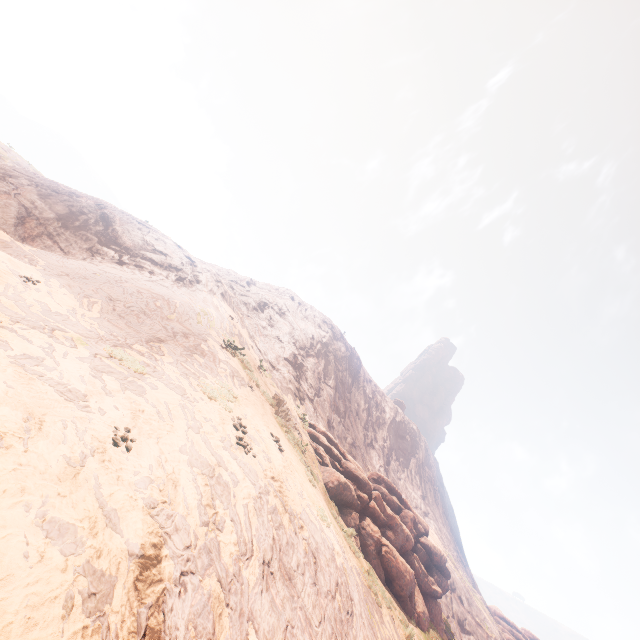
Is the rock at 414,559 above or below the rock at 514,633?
below

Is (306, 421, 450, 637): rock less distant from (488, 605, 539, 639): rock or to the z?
the z

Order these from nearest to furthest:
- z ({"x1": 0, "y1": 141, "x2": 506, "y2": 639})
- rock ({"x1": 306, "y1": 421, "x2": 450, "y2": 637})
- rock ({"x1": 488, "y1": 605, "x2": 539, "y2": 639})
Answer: z ({"x1": 0, "y1": 141, "x2": 506, "y2": 639}) < rock ({"x1": 306, "y1": 421, "x2": 450, "y2": 637}) < rock ({"x1": 488, "y1": 605, "x2": 539, "y2": 639})

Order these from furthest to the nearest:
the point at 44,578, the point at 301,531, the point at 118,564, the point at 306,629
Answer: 1. the point at 301,531
2. the point at 306,629
3. the point at 118,564
4. the point at 44,578

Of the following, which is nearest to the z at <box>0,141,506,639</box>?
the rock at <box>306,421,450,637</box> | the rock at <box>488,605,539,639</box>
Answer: the rock at <box>306,421,450,637</box>

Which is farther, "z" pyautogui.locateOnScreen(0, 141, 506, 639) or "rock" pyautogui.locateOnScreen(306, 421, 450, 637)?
"rock" pyautogui.locateOnScreen(306, 421, 450, 637)

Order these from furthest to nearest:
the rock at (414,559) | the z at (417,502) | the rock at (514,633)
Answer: the rock at (514,633) < the rock at (414,559) < the z at (417,502)
